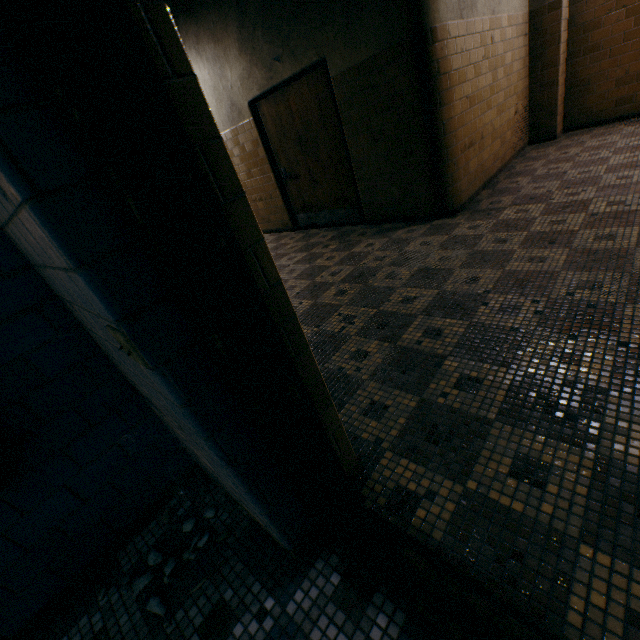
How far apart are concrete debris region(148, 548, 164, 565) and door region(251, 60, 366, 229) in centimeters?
452cm

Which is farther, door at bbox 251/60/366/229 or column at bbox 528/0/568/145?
column at bbox 528/0/568/145

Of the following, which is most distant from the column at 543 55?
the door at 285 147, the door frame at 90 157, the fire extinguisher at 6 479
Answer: the fire extinguisher at 6 479

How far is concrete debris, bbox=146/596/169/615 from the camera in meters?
1.4 m

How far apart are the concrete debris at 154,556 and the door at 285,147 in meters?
4.5

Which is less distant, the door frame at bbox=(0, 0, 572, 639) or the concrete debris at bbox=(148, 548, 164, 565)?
the door frame at bbox=(0, 0, 572, 639)

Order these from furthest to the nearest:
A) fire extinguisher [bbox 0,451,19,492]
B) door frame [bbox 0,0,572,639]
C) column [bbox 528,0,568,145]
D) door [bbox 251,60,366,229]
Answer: column [bbox 528,0,568,145] → door [bbox 251,60,366,229] → fire extinguisher [bbox 0,451,19,492] → door frame [bbox 0,0,572,639]

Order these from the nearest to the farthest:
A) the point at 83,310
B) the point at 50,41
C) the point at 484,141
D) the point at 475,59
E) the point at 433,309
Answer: the point at 50,41 → the point at 83,310 → the point at 433,309 → the point at 475,59 → the point at 484,141
